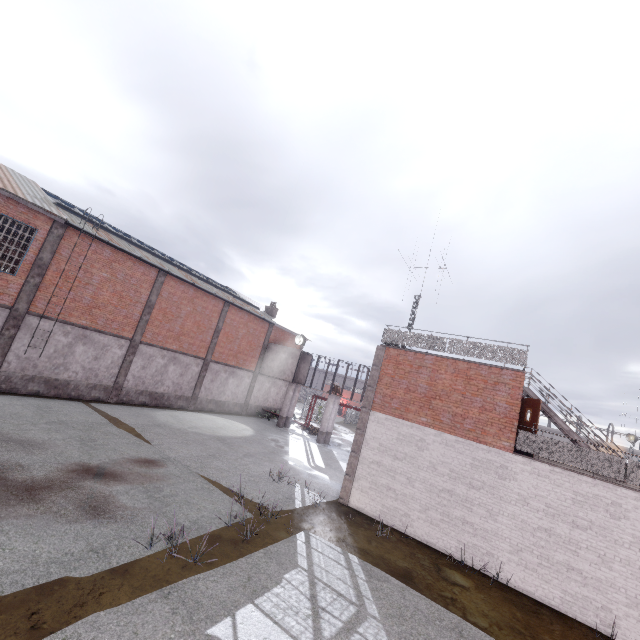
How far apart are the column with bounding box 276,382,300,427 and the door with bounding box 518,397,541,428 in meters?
19.3

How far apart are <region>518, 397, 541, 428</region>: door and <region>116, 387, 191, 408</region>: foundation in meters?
21.2

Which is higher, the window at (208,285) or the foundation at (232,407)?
the window at (208,285)

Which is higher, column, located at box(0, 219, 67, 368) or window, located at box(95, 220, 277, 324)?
window, located at box(95, 220, 277, 324)

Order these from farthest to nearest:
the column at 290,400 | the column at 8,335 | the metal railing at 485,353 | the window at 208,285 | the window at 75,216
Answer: the column at 290,400
the window at 208,285
the window at 75,216
the column at 8,335
the metal railing at 485,353

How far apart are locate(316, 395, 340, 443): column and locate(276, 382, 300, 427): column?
3.8 meters

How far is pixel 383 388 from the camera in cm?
1469

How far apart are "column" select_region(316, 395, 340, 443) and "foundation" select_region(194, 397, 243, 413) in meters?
7.8
